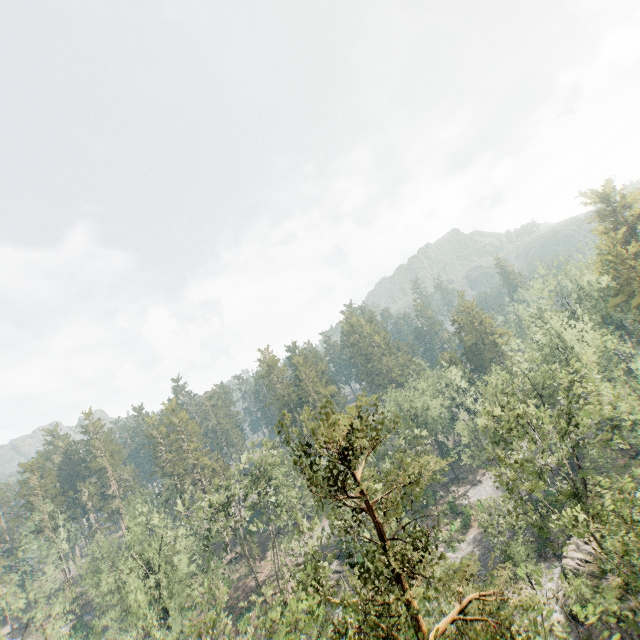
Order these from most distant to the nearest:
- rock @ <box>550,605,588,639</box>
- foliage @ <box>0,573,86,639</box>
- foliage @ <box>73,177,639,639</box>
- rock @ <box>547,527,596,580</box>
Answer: foliage @ <box>0,573,86,639</box> < rock @ <box>547,527,596,580</box> < rock @ <box>550,605,588,639</box> < foliage @ <box>73,177,639,639</box>

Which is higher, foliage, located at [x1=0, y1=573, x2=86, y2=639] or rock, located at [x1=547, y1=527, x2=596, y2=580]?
foliage, located at [x1=0, y1=573, x2=86, y2=639]

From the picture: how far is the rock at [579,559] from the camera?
30.84m

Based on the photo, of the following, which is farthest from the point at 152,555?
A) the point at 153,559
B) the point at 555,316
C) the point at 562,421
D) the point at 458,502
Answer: the point at 555,316

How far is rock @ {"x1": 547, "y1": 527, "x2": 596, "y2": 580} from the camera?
30.8m

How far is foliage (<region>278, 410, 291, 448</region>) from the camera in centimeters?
1195cm

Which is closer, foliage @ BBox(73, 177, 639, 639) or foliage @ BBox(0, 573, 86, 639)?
foliage @ BBox(73, 177, 639, 639)

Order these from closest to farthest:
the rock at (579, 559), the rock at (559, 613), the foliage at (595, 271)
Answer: the foliage at (595, 271) → the rock at (559, 613) → the rock at (579, 559)
